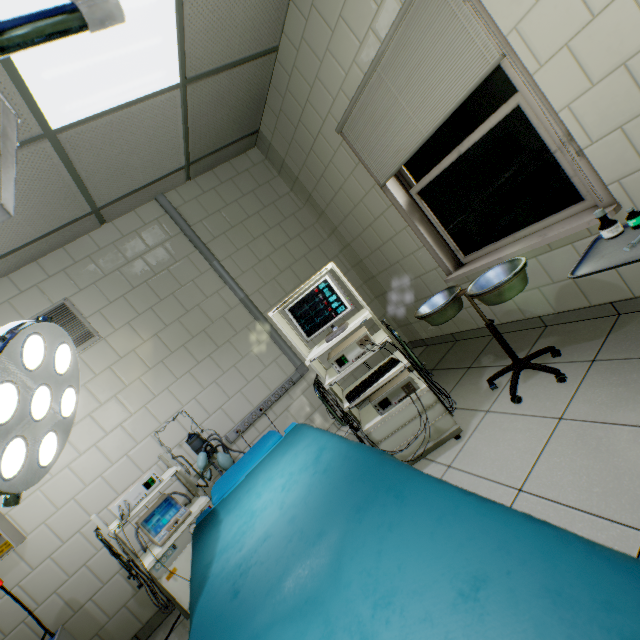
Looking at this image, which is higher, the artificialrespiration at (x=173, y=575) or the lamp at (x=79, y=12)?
the lamp at (x=79, y=12)

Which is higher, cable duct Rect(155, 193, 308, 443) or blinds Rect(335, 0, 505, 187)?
blinds Rect(335, 0, 505, 187)

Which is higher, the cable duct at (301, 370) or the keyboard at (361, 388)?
the cable duct at (301, 370)

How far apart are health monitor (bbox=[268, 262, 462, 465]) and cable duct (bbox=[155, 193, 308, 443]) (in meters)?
1.15

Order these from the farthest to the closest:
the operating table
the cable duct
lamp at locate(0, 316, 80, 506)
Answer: the cable duct
lamp at locate(0, 316, 80, 506)
the operating table

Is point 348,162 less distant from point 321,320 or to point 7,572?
point 321,320

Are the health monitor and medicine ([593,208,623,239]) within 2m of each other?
yes

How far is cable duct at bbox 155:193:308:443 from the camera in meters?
3.5 m
